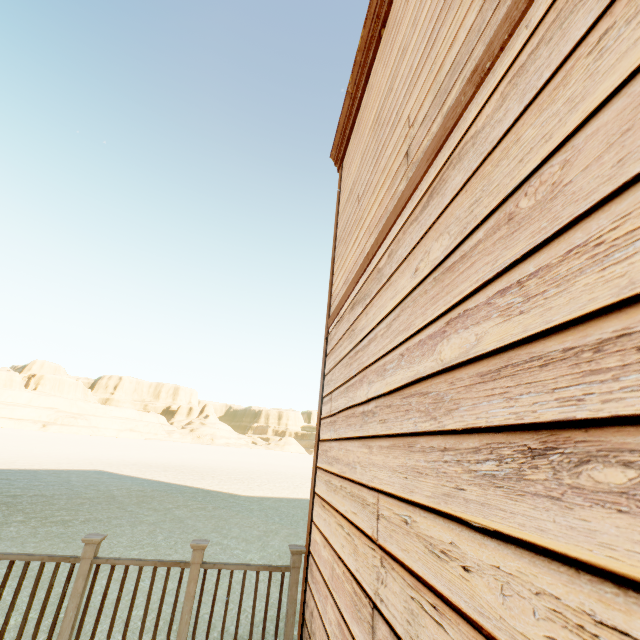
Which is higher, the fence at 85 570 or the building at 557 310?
the building at 557 310

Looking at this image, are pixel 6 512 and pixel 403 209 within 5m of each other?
no

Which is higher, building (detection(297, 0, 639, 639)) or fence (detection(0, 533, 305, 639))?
building (detection(297, 0, 639, 639))

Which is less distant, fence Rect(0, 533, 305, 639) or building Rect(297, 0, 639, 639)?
building Rect(297, 0, 639, 639)

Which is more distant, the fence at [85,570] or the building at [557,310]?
the fence at [85,570]
